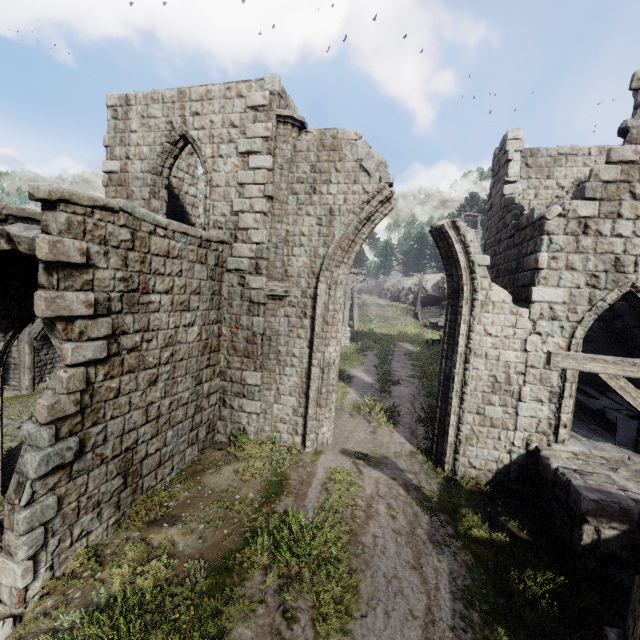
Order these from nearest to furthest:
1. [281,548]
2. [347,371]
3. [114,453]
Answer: [281,548] < [114,453] < [347,371]

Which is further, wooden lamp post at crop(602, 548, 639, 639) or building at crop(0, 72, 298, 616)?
building at crop(0, 72, 298, 616)

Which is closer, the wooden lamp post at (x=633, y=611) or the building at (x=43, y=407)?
the wooden lamp post at (x=633, y=611)

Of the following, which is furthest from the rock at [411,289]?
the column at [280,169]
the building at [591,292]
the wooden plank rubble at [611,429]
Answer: the column at [280,169]

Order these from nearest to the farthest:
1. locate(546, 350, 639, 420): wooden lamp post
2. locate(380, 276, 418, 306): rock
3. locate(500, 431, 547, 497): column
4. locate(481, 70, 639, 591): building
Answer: locate(546, 350, 639, 420): wooden lamp post, locate(481, 70, 639, 591): building, locate(500, 431, 547, 497): column, locate(380, 276, 418, 306): rock

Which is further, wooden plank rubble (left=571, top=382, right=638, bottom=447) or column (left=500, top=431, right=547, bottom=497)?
wooden plank rubble (left=571, top=382, right=638, bottom=447)

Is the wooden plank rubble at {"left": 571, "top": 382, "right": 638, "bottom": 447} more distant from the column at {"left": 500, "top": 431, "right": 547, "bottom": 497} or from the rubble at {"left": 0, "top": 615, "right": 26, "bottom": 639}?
the rubble at {"left": 0, "top": 615, "right": 26, "bottom": 639}

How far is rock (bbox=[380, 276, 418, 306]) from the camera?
45.9 meters
